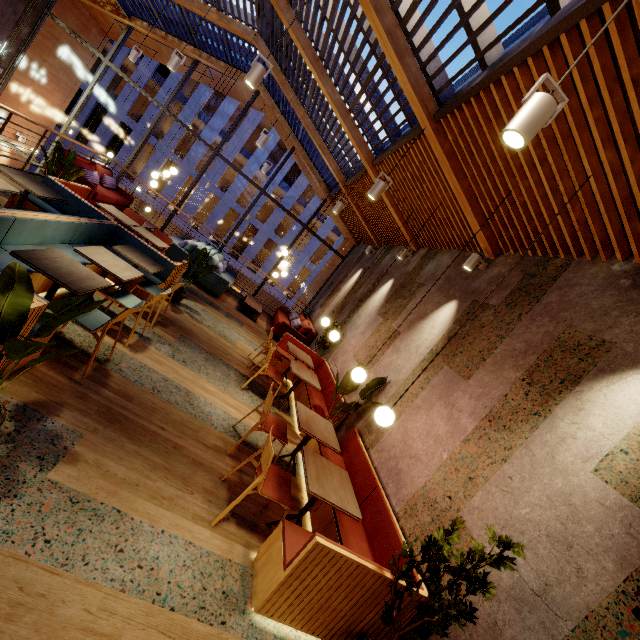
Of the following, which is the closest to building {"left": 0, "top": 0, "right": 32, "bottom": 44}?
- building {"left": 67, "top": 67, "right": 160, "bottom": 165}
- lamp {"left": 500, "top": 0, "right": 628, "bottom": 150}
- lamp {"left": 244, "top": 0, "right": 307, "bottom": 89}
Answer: lamp {"left": 500, "top": 0, "right": 628, "bottom": 150}

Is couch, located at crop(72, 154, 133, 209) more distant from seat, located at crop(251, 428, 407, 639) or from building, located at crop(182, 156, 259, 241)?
building, located at crop(182, 156, 259, 241)

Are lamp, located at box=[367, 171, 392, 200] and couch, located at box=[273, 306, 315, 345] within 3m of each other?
no

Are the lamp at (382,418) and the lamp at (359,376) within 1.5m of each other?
yes

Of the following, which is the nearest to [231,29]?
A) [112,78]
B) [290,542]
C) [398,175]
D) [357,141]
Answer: [357,141]

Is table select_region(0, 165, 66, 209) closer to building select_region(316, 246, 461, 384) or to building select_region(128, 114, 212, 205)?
building select_region(316, 246, 461, 384)

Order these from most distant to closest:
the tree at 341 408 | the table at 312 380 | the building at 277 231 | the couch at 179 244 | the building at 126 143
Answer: the building at 277 231 < the building at 126 143 < the couch at 179 244 < the table at 312 380 < the tree at 341 408
